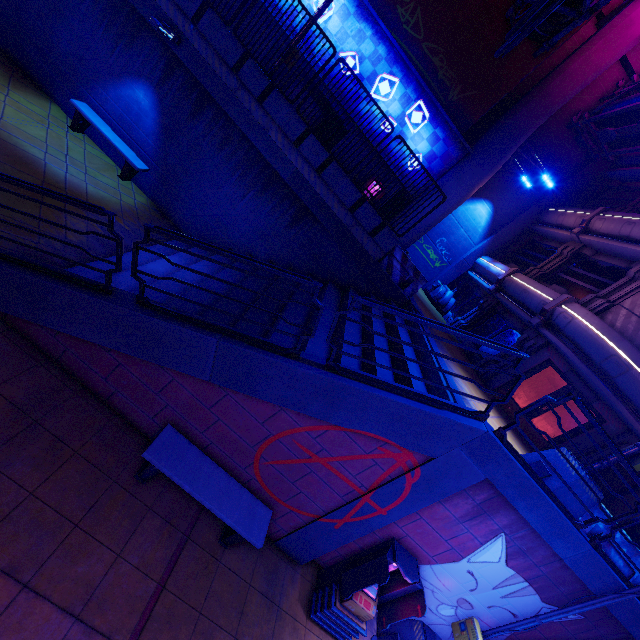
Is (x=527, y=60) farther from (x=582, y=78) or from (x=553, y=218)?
(x=553, y=218)

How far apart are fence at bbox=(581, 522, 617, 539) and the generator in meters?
14.8 m

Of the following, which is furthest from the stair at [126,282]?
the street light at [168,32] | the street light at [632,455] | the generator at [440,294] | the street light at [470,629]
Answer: the generator at [440,294]

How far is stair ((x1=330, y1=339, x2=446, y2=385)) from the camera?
6.59m

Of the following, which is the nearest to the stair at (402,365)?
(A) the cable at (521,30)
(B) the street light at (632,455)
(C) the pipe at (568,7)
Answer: (B) the street light at (632,455)

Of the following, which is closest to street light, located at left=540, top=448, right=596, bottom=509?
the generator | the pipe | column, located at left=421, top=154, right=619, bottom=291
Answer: the pipe

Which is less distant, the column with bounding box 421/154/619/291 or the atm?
the atm

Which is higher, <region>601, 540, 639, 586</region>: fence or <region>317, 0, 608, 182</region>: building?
<region>317, 0, 608, 182</region>: building
